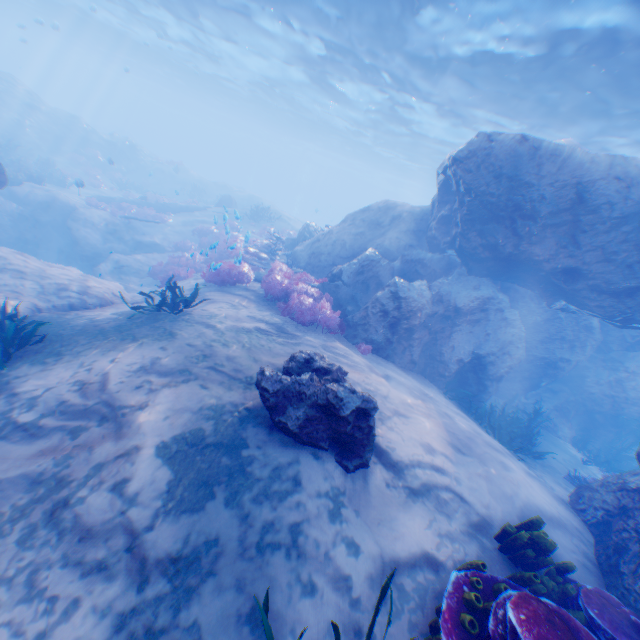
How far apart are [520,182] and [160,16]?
28.0m

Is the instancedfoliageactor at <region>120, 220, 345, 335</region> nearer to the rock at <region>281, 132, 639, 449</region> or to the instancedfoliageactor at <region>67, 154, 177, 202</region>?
the rock at <region>281, 132, 639, 449</region>

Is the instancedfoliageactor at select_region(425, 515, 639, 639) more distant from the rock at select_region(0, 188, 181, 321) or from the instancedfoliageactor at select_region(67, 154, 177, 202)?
the instancedfoliageactor at select_region(67, 154, 177, 202)

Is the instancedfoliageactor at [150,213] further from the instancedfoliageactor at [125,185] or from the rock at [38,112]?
the instancedfoliageactor at [125,185]

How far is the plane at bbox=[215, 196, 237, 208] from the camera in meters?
26.5 m

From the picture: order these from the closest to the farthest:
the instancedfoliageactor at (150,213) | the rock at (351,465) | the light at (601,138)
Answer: the rock at (351,465)
the light at (601,138)
the instancedfoliageactor at (150,213)

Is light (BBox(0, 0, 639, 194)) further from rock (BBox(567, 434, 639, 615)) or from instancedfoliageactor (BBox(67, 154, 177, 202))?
instancedfoliageactor (BBox(67, 154, 177, 202))

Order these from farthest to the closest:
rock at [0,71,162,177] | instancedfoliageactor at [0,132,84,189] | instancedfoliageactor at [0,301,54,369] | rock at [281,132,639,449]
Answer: rock at [0,71,162,177] < instancedfoliageactor at [0,132,84,189] < rock at [281,132,639,449] < instancedfoliageactor at [0,301,54,369]
